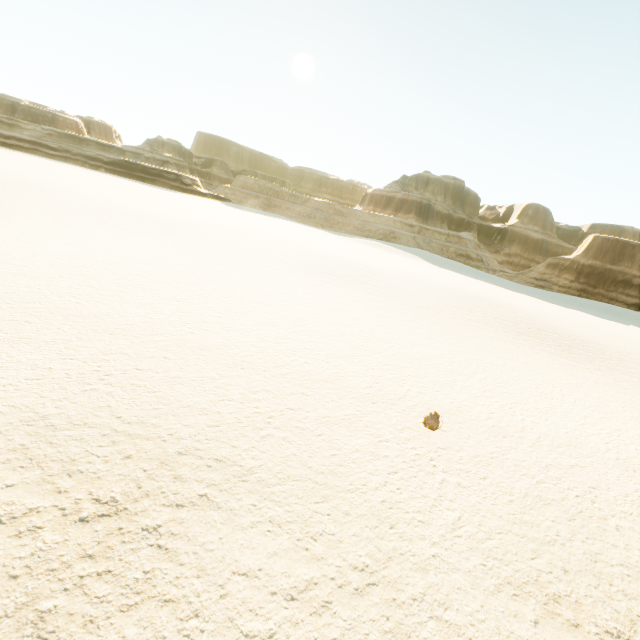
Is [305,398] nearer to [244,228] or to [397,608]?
[397,608]
